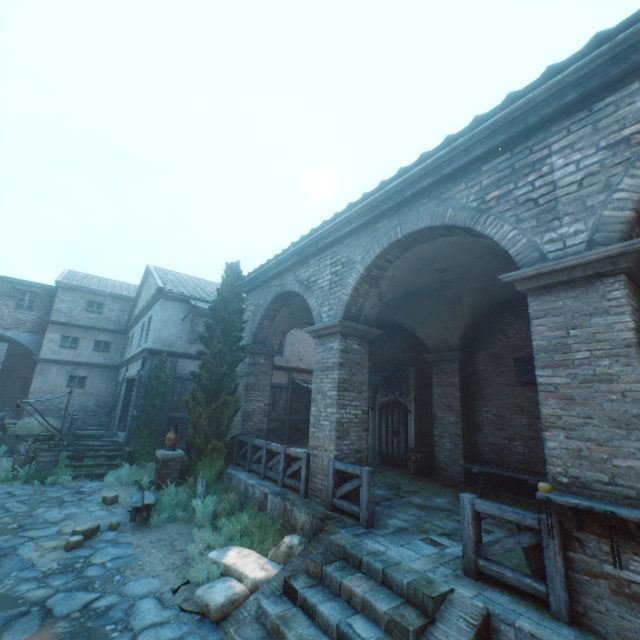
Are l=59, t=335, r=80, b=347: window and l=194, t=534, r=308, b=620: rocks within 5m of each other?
no

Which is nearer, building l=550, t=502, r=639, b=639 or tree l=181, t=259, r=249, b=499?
building l=550, t=502, r=639, b=639

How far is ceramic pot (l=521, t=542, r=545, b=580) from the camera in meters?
3.8 m

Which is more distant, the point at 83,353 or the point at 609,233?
the point at 83,353

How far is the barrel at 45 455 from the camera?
11.1m

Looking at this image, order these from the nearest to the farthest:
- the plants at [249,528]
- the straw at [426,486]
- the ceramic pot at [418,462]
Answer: the plants at [249,528], the straw at [426,486], the ceramic pot at [418,462]

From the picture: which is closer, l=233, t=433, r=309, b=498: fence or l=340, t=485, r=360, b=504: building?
l=340, t=485, r=360, b=504: building

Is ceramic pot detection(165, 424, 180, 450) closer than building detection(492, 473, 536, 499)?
No
